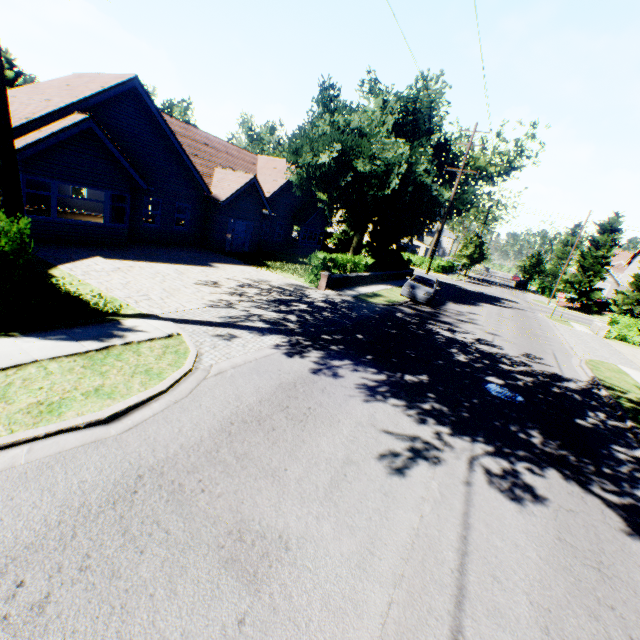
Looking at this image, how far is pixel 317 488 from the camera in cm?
449

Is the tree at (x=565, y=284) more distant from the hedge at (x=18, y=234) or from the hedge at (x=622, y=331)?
the hedge at (x=622, y=331)

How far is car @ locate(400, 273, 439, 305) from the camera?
19.8m

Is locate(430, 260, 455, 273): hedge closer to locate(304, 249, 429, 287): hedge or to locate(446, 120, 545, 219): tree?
locate(446, 120, 545, 219): tree

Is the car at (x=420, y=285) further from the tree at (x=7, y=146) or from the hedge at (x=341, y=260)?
the tree at (x=7, y=146)

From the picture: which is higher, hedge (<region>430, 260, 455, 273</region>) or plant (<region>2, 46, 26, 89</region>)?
plant (<region>2, 46, 26, 89</region>)

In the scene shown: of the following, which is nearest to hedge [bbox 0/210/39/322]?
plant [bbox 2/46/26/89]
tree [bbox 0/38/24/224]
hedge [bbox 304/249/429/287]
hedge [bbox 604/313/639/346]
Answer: tree [bbox 0/38/24/224]

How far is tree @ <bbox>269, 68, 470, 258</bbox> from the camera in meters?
20.4
